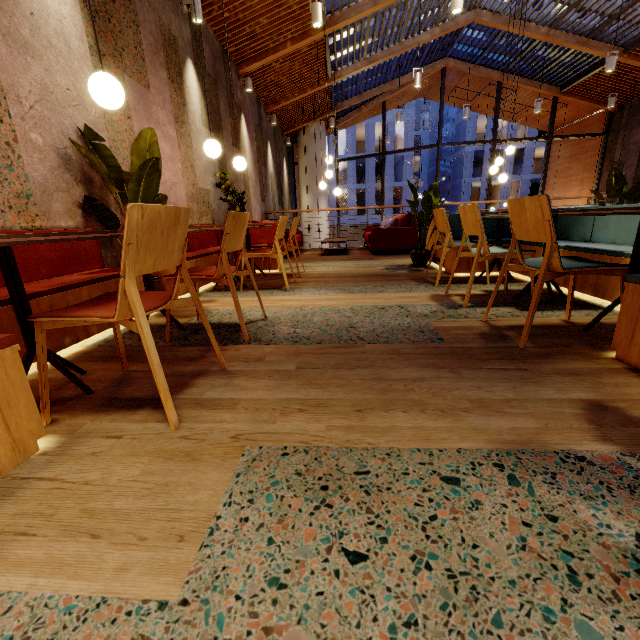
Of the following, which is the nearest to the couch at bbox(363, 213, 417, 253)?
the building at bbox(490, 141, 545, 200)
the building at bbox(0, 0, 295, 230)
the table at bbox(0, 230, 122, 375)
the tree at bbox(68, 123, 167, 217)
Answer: the building at bbox(0, 0, 295, 230)

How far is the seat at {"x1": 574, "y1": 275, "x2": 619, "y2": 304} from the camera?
2.57m

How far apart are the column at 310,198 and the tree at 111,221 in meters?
10.8 m

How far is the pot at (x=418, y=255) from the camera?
5.1m

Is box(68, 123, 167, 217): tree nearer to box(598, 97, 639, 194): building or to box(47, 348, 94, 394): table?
box(598, 97, 639, 194): building

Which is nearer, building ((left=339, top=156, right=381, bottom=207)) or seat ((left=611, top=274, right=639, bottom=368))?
seat ((left=611, top=274, right=639, bottom=368))

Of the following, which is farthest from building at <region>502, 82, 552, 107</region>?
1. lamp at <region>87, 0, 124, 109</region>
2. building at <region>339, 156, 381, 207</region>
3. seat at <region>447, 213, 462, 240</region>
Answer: building at <region>339, 156, 381, 207</region>

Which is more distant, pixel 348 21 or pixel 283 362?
pixel 348 21
